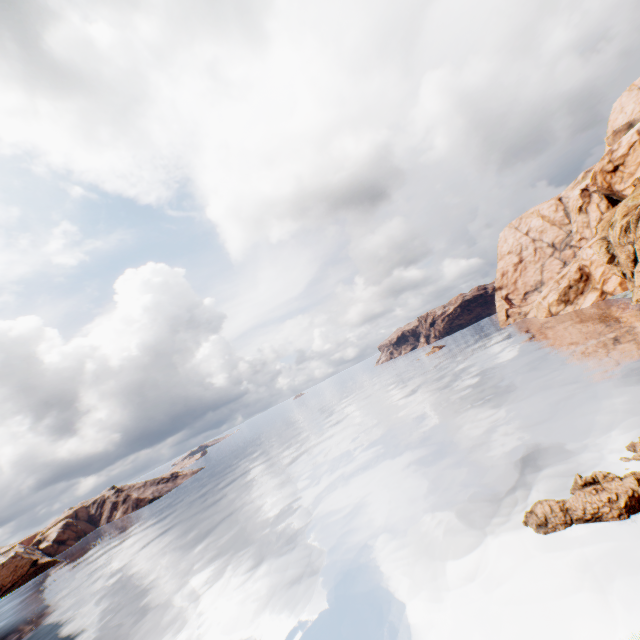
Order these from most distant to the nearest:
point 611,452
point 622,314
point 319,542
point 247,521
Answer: point 622,314, point 247,521, point 319,542, point 611,452

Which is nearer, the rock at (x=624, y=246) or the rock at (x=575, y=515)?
the rock at (x=575, y=515)

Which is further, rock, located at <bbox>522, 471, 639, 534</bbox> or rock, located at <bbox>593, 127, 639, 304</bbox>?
rock, located at <bbox>593, 127, 639, 304</bbox>

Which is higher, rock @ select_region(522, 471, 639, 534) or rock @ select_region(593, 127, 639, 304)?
rock @ select_region(593, 127, 639, 304)

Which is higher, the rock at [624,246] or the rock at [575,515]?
the rock at [624,246]
